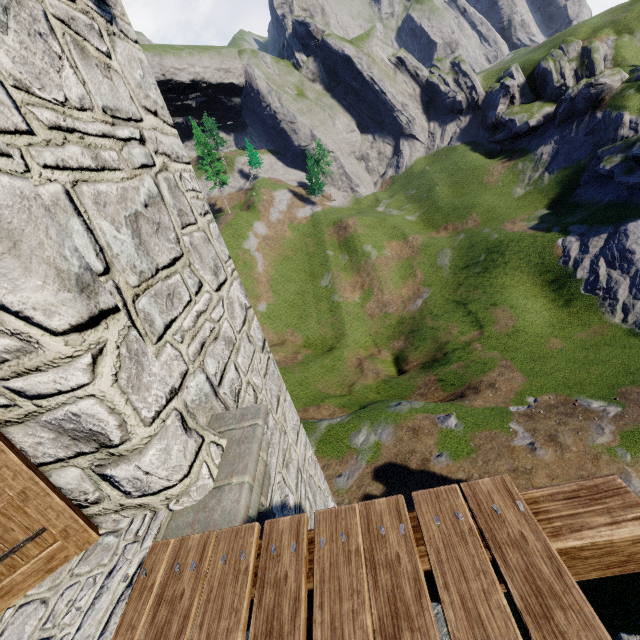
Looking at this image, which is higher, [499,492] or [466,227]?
[499,492]
